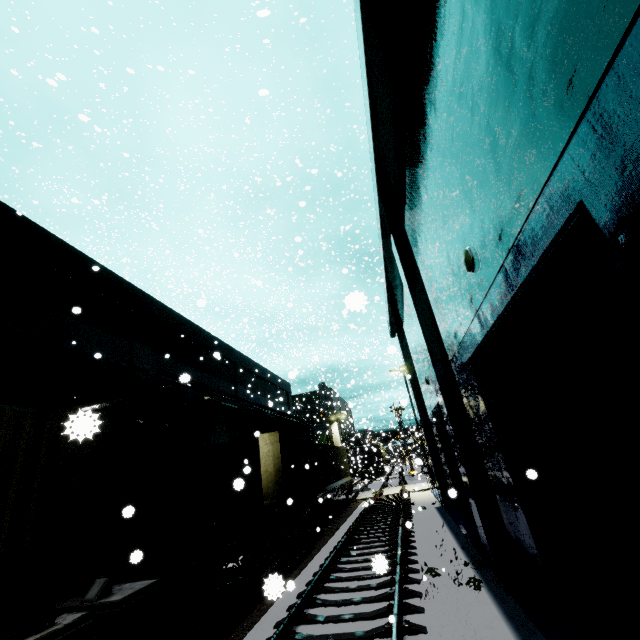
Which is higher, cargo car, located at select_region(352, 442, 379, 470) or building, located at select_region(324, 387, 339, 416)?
building, located at select_region(324, 387, 339, 416)

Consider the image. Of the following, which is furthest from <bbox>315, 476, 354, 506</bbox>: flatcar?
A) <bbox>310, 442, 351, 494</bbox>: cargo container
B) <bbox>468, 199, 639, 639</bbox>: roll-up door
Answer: <bbox>468, 199, 639, 639</bbox>: roll-up door

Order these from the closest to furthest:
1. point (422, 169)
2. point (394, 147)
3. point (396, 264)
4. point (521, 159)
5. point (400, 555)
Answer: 1. point (521, 159)
2. point (422, 169)
3. point (394, 147)
4. point (400, 555)
5. point (396, 264)

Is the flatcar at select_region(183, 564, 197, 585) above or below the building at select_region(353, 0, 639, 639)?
below

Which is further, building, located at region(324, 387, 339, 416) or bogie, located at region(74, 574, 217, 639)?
building, located at region(324, 387, 339, 416)

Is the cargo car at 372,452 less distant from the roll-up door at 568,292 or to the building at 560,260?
the building at 560,260

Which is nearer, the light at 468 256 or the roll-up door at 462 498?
the light at 468 256

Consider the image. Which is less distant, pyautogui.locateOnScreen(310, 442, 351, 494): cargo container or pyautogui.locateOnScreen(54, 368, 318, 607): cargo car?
pyautogui.locateOnScreen(54, 368, 318, 607): cargo car
